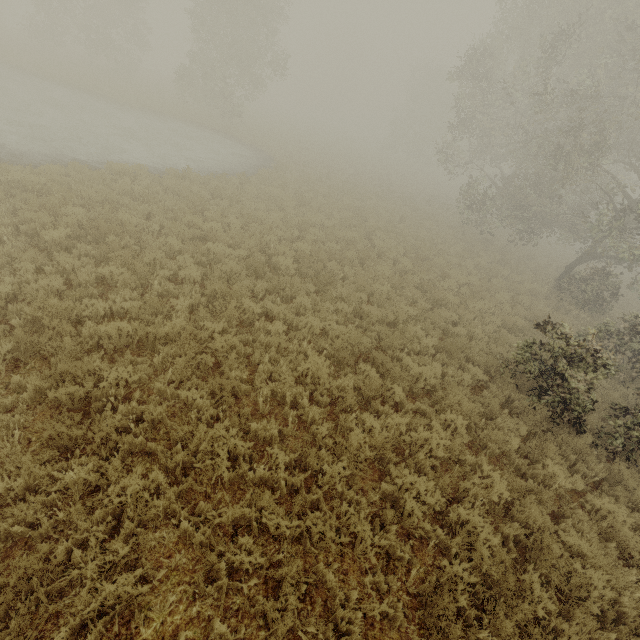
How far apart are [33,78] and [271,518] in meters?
31.7 m
